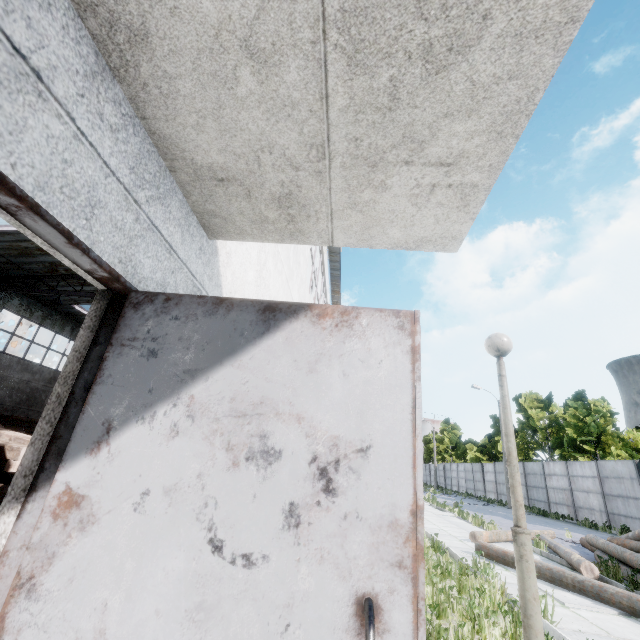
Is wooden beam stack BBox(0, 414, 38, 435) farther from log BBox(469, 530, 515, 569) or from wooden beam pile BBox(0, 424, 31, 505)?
log BBox(469, 530, 515, 569)

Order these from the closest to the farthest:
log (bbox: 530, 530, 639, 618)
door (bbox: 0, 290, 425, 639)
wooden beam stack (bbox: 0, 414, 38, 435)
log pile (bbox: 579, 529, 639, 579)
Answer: door (bbox: 0, 290, 425, 639)
log (bbox: 530, 530, 639, 618)
log pile (bbox: 579, 529, 639, 579)
wooden beam stack (bbox: 0, 414, 38, 435)

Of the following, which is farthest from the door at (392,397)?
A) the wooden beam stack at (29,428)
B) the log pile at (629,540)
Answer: the wooden beam stack at (29,428)

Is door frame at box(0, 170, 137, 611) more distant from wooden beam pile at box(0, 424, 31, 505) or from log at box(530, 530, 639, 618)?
log at box(530, 530, 639, 618)

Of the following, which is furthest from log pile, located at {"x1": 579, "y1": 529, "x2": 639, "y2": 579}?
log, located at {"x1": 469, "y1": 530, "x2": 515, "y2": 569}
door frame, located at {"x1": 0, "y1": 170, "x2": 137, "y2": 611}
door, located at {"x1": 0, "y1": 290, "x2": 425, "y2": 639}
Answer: Answer: door frame, located at {"x1": 0, "y1": 170, "x2": 137, "y2": 611}

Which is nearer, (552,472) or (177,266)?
(177,266)

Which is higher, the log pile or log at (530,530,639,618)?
the log pile

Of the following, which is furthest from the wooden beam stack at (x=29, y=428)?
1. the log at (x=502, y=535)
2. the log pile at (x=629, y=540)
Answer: the log pile at (x=629, y=540)
